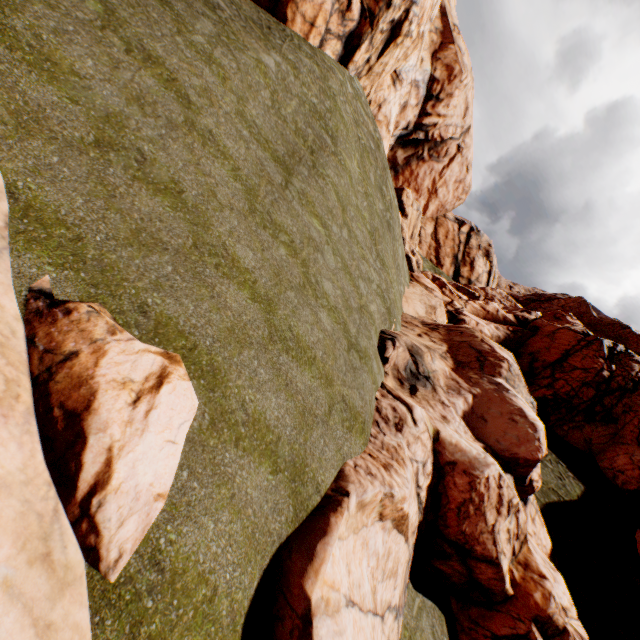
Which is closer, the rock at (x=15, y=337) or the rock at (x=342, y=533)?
the rock at (x=15, y=337)

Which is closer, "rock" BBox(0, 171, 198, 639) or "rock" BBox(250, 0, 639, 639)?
"rock" BBox(0, 171, 198, 639)

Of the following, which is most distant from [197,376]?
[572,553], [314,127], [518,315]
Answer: [518,315]
